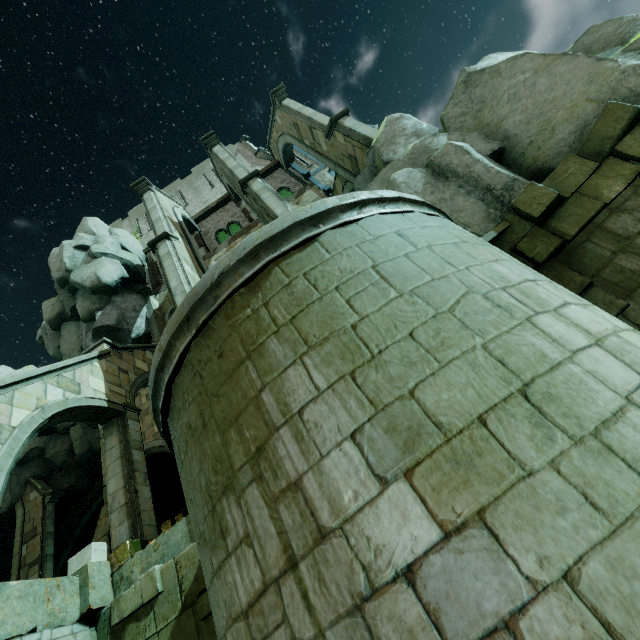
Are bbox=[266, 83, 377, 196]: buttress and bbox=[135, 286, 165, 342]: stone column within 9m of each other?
no

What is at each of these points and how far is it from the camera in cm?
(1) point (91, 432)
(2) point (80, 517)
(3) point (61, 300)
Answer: (1) rock, 2153
(2) archway, 2309
(3) rock, 1898

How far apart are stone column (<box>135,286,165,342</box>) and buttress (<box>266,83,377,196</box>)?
12.0 meters

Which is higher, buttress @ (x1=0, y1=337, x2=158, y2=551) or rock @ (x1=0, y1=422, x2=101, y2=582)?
rock @ (x1=0, y1=422, x2=101, y2=582)

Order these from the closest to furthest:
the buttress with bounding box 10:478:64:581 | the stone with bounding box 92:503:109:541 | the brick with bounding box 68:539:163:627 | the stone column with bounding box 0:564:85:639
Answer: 1. the stone column with bounding box 0:564:85:639
2. the brick with bounding box 68:539:163:627
3. the stone with bounding box 92:503:109:541
4. the buttress with bounding box 10:478:64:581

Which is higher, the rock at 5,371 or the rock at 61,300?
the rock at 5,371

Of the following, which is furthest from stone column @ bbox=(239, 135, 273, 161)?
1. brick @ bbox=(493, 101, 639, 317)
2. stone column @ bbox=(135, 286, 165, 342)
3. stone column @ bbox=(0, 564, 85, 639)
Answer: stone column @ bbox=(0, 564, 85, 639)

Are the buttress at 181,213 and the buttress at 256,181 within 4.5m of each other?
yes
